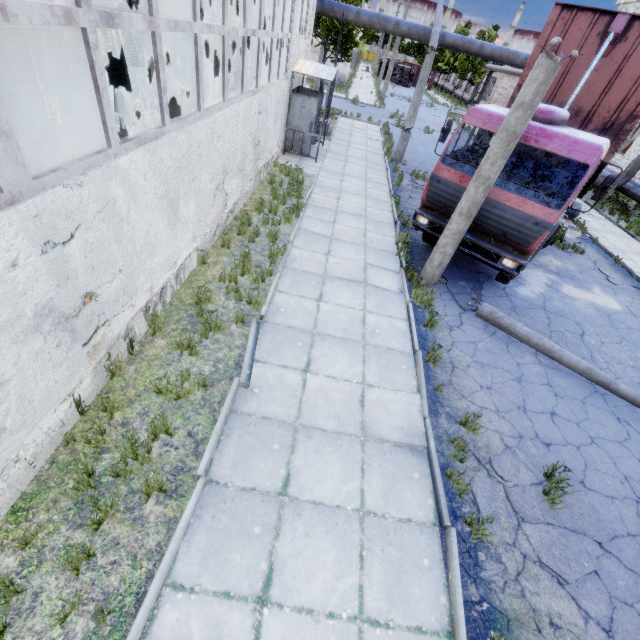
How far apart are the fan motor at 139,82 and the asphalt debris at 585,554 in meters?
18.9 m

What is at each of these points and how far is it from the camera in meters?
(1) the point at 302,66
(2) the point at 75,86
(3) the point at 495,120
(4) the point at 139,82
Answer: (1) awning, 12.4 m
(2) fan motor, 11.4 m
(3) truck, 6.9 m
(4) fan motor, 14.8 m

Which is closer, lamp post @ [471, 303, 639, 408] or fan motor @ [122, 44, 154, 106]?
lamp post @ [471, 303, 639, 408]

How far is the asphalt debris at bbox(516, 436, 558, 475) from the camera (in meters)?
4.98

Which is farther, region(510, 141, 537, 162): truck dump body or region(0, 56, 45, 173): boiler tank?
region(510, 141, 537, 162): truck dump body

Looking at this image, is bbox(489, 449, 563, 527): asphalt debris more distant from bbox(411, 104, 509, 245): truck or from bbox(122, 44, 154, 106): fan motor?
bbox(122, 44, 154, 106): fan motor

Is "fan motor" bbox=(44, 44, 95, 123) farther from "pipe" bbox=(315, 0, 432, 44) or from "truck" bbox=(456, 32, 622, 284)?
"truck" bbox=(456, 32, 622, 284)
